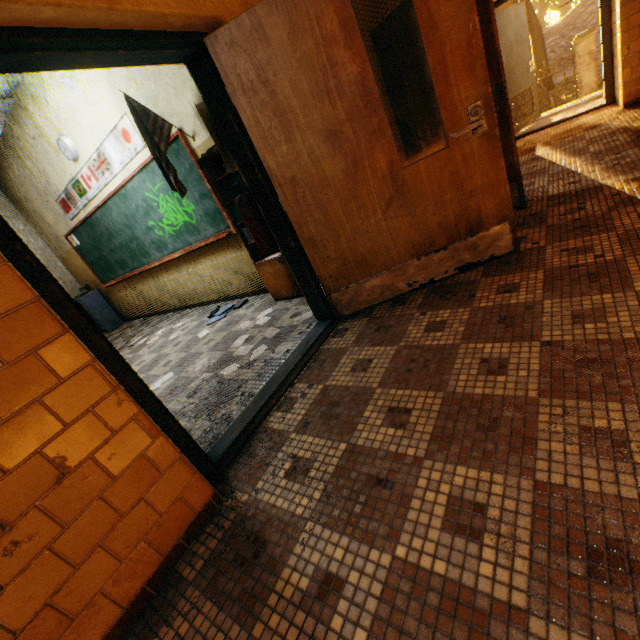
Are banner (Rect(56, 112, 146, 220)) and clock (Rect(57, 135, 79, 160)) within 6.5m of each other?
yes

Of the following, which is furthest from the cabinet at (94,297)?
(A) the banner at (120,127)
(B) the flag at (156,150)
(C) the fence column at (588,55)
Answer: (C) the fence column at (588,55)

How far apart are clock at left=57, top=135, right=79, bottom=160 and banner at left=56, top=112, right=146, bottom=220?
0.1 meters

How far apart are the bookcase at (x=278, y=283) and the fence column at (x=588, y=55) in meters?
15.7

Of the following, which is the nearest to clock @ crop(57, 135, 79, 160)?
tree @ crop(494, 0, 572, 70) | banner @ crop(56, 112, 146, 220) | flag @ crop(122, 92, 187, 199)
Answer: banner @ crop(56, 112, 146, 220)

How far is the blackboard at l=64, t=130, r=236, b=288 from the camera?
4.10m

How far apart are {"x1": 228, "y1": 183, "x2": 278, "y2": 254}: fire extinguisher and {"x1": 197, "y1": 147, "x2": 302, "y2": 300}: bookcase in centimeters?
52cm

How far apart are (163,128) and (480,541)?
4.3 meters
